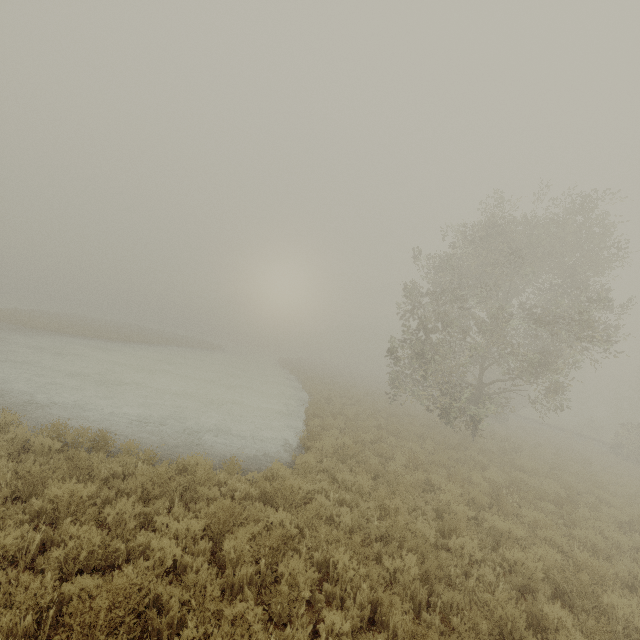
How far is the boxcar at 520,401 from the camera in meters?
38.7 m

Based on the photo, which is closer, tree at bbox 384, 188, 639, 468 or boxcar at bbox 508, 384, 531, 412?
tree at bbox 384, 188, 639, 468

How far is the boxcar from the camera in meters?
38.7 m

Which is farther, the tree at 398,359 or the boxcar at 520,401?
the boxcar at 520,401

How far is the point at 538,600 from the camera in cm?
561
